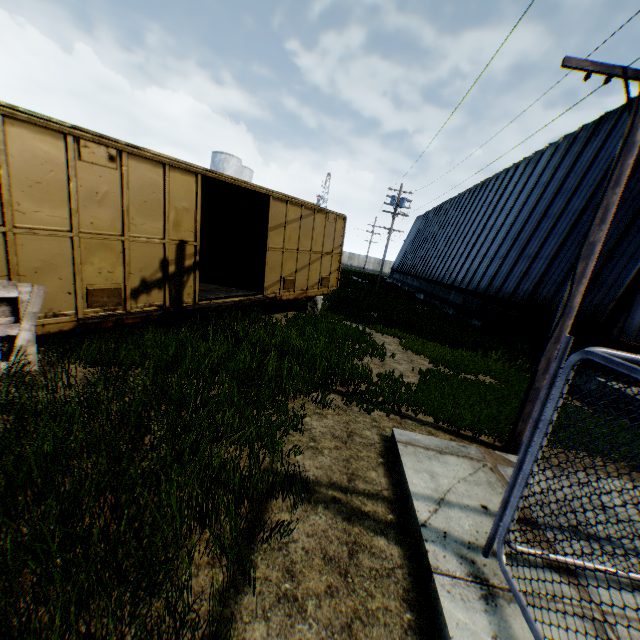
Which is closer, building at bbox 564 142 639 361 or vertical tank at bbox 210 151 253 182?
building at bbox 564 142 639 361

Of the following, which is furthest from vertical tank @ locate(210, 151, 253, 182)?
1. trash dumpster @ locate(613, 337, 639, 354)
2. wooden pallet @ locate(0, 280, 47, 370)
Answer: trash dumpster @ locate(613, 337, 639, 354)

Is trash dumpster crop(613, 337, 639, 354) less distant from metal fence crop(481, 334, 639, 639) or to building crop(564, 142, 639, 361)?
building crop(564, 142, 639, 361)

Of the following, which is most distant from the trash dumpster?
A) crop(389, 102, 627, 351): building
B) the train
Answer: the train

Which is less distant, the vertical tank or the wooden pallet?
the wooden pallet

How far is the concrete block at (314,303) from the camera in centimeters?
Result: 1330cm

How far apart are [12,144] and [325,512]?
6.62m

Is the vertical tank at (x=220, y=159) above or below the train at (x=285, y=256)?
above
